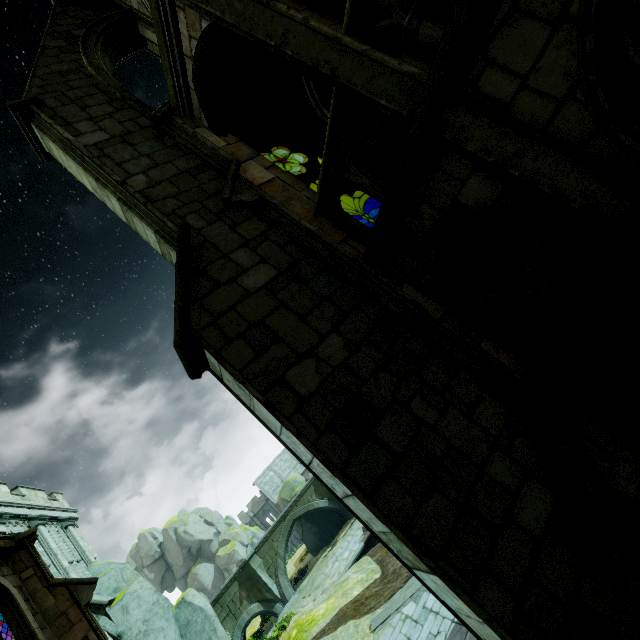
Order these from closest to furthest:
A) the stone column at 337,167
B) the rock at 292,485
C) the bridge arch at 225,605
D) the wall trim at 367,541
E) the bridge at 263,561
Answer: the stone column at 337,167
the wall trim at 367,541
the bridge arch at 225,605
the bridge at 263,561
the rock at 292,485

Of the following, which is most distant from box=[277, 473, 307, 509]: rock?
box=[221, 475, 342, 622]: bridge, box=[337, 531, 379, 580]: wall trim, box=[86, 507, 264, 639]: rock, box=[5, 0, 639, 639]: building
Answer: box=[86, 507, 264, 639]: rock

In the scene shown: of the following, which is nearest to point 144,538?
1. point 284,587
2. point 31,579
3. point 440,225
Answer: point 284,587

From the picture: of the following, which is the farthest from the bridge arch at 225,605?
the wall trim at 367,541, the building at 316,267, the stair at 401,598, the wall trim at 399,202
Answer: the wall trim at 399,202

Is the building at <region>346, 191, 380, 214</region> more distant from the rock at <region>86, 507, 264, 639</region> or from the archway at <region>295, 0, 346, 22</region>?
the rock at <region>86, 507, 264, 639</region>

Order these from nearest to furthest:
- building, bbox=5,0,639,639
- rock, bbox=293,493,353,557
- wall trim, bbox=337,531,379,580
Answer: building, bbox=5,0,639,639, wall trim, bbox=337,531,379,580, rock, bbox=293,493,353,557

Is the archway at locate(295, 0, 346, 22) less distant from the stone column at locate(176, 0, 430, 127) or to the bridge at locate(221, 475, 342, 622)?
the stone column at locate(176, 0, 430, 127)

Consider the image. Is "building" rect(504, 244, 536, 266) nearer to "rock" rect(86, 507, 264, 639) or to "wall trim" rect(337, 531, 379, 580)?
"rock" rect(86, 507, 264, 639)
